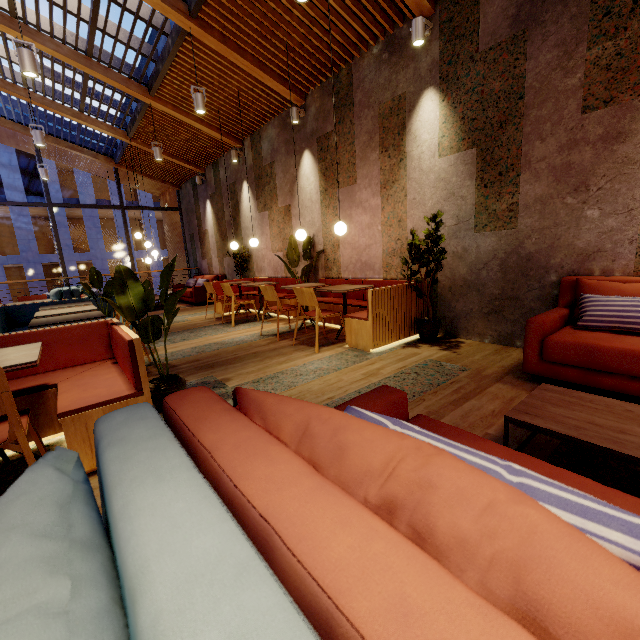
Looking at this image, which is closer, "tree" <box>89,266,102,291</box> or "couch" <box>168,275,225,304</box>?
"tree" <box>89,266,102,291</box>

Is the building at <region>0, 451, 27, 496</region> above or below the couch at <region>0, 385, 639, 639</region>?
below

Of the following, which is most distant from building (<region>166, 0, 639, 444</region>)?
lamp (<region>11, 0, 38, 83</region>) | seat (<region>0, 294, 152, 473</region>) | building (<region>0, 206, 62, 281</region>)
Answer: building (<region>0, 206, 62, 281</region>)

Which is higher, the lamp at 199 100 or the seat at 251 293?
the lamp at 199 100

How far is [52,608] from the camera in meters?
0.4 m

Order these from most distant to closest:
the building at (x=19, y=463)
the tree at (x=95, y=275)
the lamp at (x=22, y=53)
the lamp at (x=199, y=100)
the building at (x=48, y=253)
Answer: the building at (x=48, y=253) < the tree at (x=95, y=275) < the lamp at (x=199, y=100) < the lamp at (x=22, y=53) < the building at (x=19, y=463)

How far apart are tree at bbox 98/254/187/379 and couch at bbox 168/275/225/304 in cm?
709

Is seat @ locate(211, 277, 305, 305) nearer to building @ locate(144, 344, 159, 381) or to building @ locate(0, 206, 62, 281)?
building @ locate(144, 344, 159, 381)
